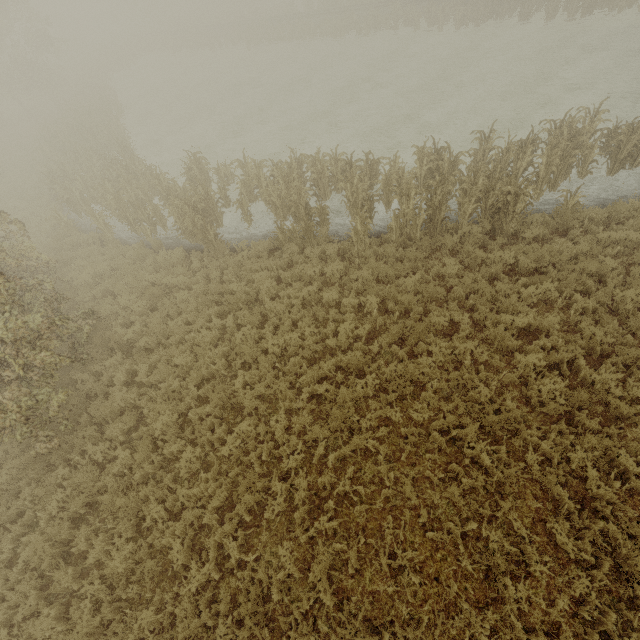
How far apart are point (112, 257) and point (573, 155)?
17.1 meters
